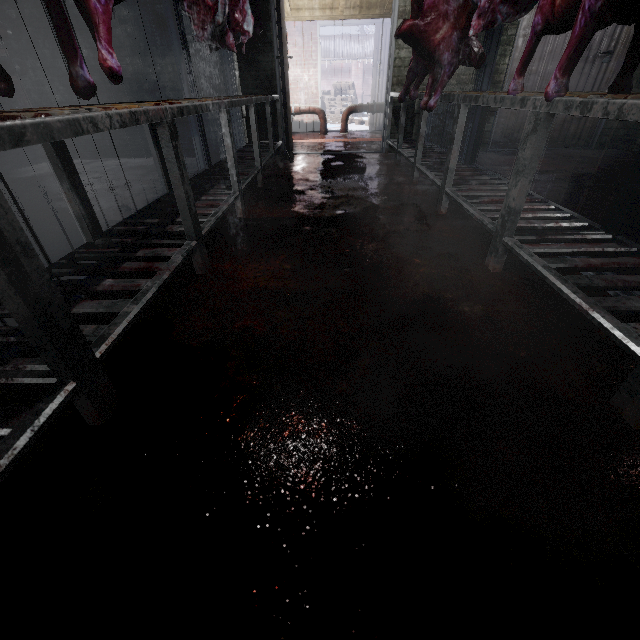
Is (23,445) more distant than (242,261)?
No

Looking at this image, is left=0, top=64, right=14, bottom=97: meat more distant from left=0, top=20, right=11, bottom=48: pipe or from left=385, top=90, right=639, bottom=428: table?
left=0, top=20, right=11, bottom=48: pipe

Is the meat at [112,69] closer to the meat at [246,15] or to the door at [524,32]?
the meat at [246,15]

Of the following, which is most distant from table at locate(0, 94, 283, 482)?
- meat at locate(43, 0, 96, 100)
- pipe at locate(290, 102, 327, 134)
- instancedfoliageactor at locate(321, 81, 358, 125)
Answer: instancedfoliageactor at locate(321, 81, 358, 125)

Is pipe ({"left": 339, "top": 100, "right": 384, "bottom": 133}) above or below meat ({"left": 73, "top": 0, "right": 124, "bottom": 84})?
below

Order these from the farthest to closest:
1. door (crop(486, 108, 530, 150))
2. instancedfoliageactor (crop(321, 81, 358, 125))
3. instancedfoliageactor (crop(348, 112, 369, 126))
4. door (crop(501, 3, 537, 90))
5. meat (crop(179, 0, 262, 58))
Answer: instancedfoliageactor (crop(321, 81, 358, 125)), instancedfoliageactor (crop(348, 112, 369, 126)), door (crop(486, 108, 530, 150)), door (crop(501, 3, 537, 90)), meat (crop(179, 0, 262, 58))

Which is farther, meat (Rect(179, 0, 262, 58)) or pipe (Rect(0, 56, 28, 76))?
pipe (Rect(0, 56, 28, 76))

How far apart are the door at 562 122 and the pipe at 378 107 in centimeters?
258cm
